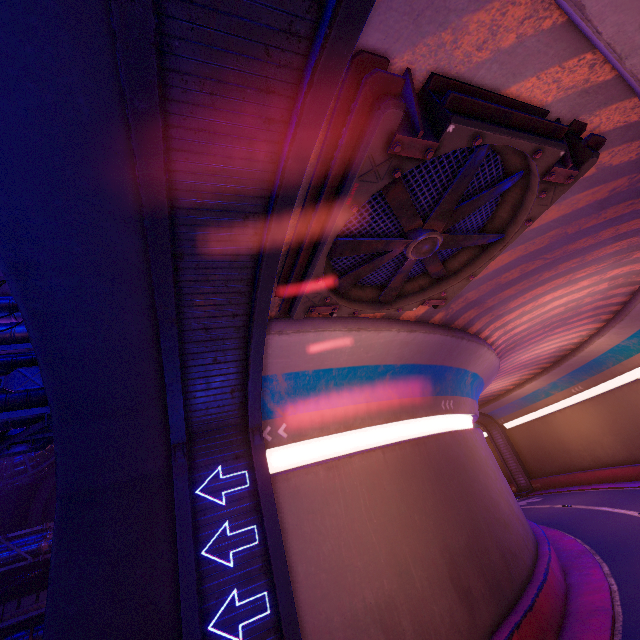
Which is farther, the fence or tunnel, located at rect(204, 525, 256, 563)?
the fence

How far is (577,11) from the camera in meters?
4.2

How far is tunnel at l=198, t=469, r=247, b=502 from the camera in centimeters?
873cm

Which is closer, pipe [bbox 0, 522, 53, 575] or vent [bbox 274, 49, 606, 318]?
vent [bbox 274, 49, 606, 318]

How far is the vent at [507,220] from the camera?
4.9m

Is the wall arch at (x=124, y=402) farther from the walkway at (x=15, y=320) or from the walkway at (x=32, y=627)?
the walkway at (x=32, y=627)

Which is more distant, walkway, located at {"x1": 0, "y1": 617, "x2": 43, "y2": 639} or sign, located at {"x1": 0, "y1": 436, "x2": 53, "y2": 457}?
walkway, located at {"x1": 0, "y1": 617, "x2": 43, "y2": 639}

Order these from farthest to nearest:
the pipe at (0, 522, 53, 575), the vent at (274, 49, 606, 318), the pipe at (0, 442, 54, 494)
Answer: the pipe at (0, 442, 54, 494)
the pipe at (0, 522, 53, 575)
the vent at (274, 49, 606, 318)
